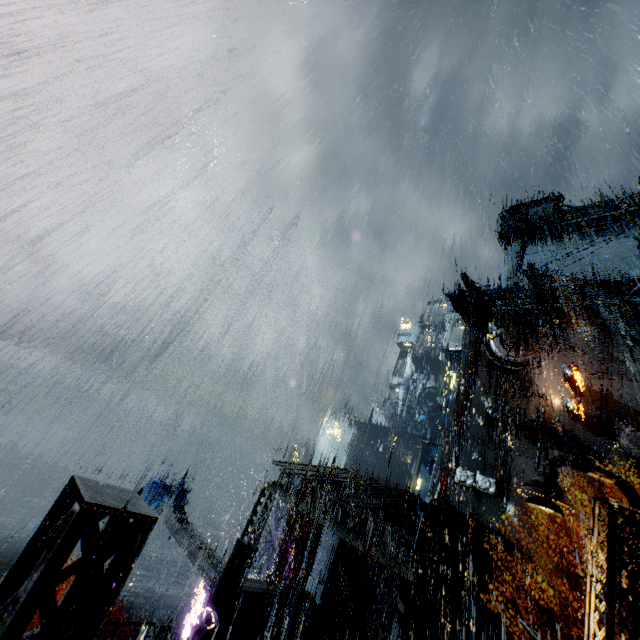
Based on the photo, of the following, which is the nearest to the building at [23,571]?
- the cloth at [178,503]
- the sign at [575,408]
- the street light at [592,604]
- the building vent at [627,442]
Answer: the building vent at [627,442]

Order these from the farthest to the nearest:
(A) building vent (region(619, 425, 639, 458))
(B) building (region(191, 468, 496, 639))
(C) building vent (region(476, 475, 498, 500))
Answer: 1. (C) building vent (region(476, 475, 498, 500))
2. (A) building vent (region(619, 425, 639, 458))
3. (B) building (region(191, 468, 496, 639))

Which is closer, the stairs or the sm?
the sm

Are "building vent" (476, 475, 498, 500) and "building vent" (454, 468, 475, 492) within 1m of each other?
yes

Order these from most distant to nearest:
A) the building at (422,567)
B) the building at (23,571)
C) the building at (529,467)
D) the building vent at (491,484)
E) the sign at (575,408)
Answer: the building vent at (491,484), the sign at (575,408), the building at (529,467), the building at (422,567), the building at (23,571)

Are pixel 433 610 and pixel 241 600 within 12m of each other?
yes

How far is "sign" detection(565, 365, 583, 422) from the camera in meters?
31.1 m

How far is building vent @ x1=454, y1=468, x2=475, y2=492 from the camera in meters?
35.2
